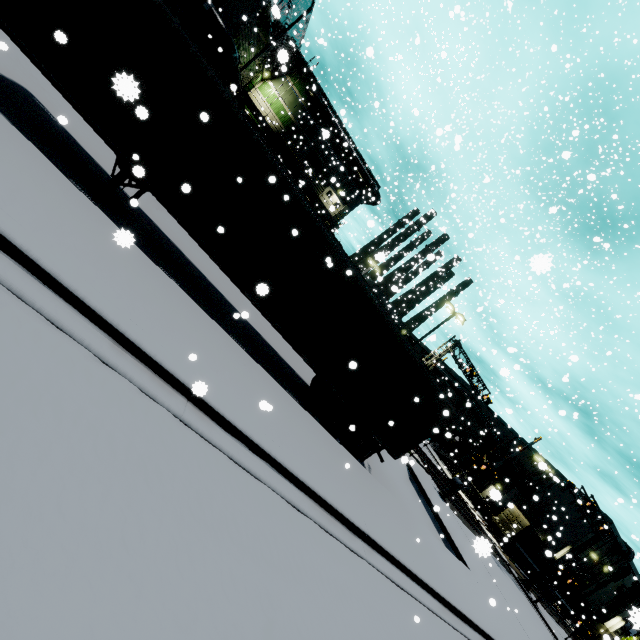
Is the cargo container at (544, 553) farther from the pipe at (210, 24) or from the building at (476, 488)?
the pipe at (210, 24)

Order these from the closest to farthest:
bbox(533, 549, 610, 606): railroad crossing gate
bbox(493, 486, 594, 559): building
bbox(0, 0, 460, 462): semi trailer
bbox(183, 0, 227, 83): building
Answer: bbox(0, 0, 460, 462): semi trailer → bbox(183, 0, 227, 83): building → bbox(533, 549, 610, 606): railroad crossing gate → bbox(493, 486, 594, 559): building

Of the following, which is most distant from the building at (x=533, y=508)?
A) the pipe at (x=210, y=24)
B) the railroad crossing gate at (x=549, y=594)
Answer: the railroad crossing gate at (x=549, y=594)

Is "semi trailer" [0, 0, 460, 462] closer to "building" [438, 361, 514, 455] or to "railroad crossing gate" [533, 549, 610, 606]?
"building" [438, 361, 514, 455]

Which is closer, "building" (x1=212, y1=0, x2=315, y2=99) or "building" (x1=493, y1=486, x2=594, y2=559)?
"building" (x1=212, y1=0, x2=315, y2=99)

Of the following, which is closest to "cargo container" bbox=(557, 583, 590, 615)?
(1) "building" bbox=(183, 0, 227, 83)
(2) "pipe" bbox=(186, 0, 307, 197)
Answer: (1) "building" bbox=(183, 0, 227, 83)

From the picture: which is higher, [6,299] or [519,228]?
[519,228]

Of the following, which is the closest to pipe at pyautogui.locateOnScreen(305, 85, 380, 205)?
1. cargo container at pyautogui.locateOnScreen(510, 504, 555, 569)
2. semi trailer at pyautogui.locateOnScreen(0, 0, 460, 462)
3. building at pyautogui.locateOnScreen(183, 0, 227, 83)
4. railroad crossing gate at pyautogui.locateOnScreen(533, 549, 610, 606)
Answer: building at pyautogui.locateOnScreen(183, 0, 227, 83)
